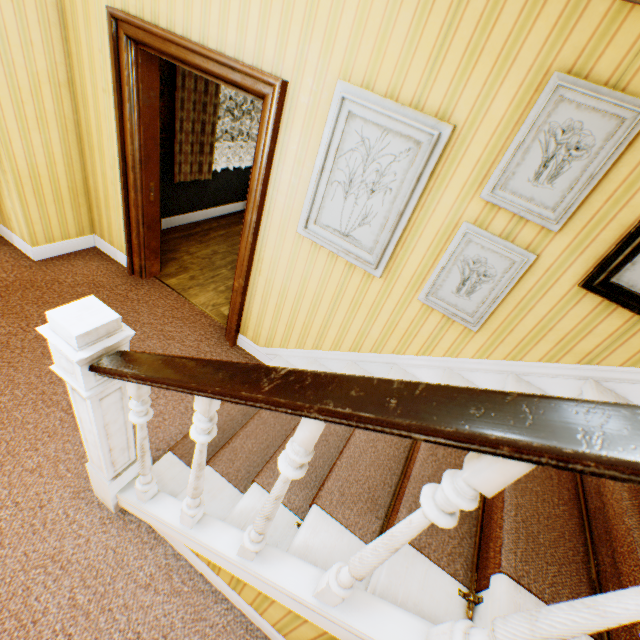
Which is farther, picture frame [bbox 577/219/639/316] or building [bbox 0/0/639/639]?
picture frame [bbox 577/219/639/316]

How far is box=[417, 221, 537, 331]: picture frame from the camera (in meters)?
1.88

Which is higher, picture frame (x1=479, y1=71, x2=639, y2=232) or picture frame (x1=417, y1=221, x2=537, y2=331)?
picture frame (x1=479, y1=71, x2=639, y2=232)

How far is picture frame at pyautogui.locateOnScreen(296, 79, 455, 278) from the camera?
1.8m

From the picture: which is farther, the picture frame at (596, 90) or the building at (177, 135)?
the picture frame at (596, 90)

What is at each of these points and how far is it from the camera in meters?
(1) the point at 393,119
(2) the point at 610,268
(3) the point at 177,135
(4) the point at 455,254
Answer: (1) picture frame, 1.9 m
(2) picture frame, 1.7 m
(3) building, 4.1 m
(4) picture frame, 2.0 m

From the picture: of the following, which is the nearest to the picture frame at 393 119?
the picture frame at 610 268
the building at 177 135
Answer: the building at 177 135

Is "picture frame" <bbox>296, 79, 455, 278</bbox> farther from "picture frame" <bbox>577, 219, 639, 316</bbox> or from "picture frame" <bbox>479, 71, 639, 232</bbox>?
"picture frame" <bbox>577, 219, 639, 316</bbox>
